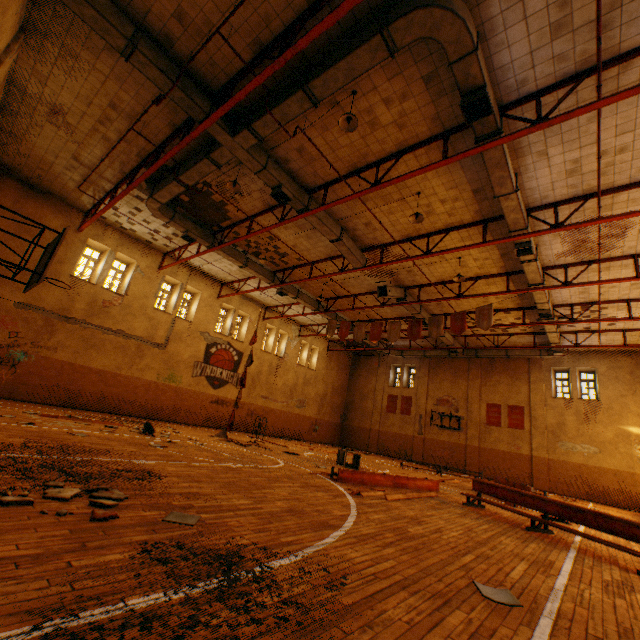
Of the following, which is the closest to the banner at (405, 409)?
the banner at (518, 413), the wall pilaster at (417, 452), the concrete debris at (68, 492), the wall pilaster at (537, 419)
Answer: the wall pilaster at (417, 452)

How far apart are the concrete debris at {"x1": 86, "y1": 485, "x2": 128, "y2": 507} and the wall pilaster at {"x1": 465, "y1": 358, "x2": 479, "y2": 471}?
24.21m

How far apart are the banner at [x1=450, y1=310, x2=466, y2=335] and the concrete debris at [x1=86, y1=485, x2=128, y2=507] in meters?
13.7

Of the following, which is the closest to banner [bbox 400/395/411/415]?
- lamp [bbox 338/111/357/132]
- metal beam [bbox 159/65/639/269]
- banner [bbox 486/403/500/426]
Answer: banner [bbox 486/403/500/426]

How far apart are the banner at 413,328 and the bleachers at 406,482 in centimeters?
656cm

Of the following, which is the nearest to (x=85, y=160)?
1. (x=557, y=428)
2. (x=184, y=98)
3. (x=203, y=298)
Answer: (x=184, y=98)

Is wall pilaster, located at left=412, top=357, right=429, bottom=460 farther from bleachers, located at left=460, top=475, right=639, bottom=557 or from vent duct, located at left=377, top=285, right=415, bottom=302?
bleachers, located at left=460, top=475, right=639, bottom=557

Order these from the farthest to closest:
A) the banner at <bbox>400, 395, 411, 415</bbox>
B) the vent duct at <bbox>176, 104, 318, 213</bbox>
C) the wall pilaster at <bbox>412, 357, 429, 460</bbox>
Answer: the banner at <bbox>400, 395, 411, 415</bbox> < the wall pilaster at <bbox>412, 357, 429, 460</bbox> < the vent duct at <bbox>176, 104, 318, 213</bbox>
